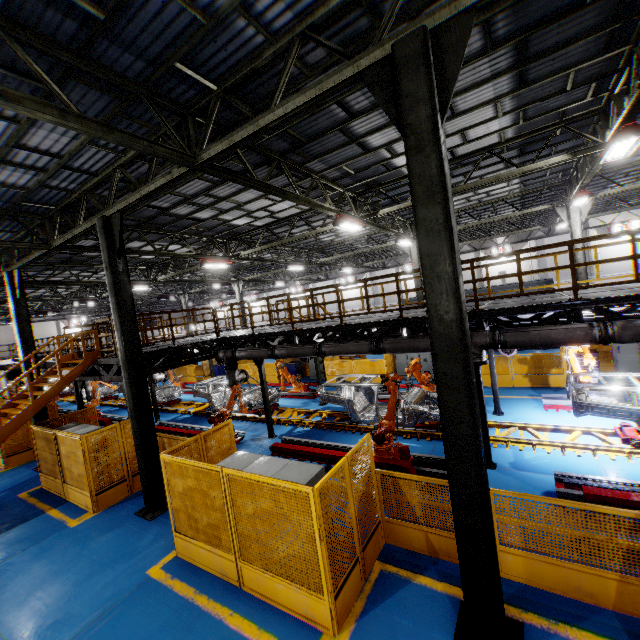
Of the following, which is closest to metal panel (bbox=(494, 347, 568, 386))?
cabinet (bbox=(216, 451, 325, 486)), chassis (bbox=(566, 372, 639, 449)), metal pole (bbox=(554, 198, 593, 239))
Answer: cabinet (bbox=(216, 451, 325, 486))

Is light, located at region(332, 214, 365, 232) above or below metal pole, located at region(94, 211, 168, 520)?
above

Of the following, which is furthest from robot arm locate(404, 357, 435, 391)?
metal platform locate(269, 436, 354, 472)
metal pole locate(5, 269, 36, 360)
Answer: metal pole locate(5, 269, 36, 360)

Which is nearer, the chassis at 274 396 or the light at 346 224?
the light at 346 224

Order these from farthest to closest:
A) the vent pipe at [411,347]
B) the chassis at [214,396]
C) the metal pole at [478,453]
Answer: the chassis at [214,396] → the vent pipe at [411,347] → the metal pole at [478,453]

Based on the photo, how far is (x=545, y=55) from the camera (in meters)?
6.29

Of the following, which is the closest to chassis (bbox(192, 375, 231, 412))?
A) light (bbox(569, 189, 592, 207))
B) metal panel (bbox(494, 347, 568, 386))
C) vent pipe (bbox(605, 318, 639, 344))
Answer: vent pipe (bbox(605, 318, 639, 344))

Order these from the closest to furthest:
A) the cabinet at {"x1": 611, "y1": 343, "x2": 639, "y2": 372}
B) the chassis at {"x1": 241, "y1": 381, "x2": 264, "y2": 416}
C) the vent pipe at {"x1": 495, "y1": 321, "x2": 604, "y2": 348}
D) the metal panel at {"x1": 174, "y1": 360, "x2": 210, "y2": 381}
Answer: the vent pipe at {"x1": 495, "y1": 321, "x2": 604, "y2": 348}
the cabinet at {"x1": 611, "y1": 343, "x2": 639, "y2": 372}
the chassis at {"x1": 241, "y1": 381, "x2": 264, "y2": 416}
the metal panel at {"x1": 174, "y1": 360, "x2": 210, "y2": 381}
